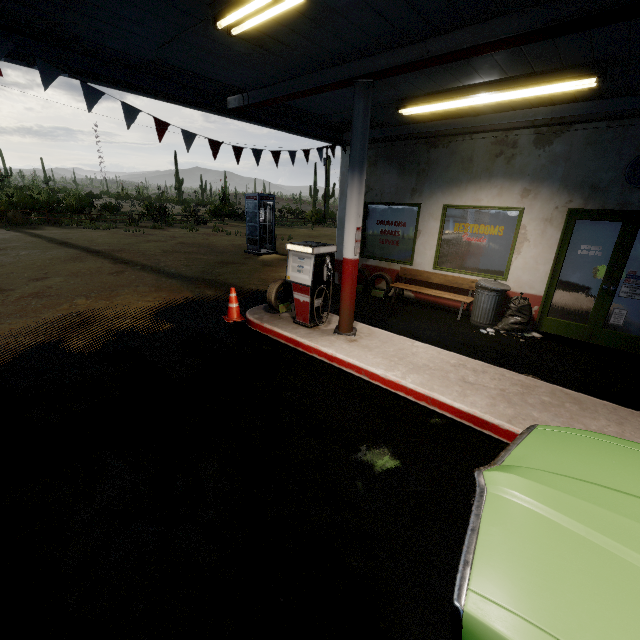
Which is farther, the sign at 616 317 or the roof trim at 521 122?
the sign at 616 317

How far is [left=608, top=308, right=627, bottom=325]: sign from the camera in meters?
6.1

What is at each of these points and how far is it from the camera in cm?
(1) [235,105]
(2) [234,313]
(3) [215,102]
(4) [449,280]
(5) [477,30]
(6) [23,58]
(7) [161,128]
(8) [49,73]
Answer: (1) beam, 618
(2) traffic cone, 684
(3) roof trim, 615
(4) bench, 791
(5) beam, 341
(6) roof trim, 417
(7) flag, 550
(8) flag, 436

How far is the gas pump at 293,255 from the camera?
5.6m

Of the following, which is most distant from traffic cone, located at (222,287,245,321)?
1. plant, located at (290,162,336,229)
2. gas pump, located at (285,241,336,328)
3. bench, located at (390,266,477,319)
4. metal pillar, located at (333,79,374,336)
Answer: plant, located at (290,162,336,229)

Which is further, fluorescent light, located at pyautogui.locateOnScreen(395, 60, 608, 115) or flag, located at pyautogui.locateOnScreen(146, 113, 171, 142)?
flag, located at pyautogui.locateOnScreen(146, 113, 171, 142)

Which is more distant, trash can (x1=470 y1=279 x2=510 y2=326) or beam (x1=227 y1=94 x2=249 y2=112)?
trash can (x1=470 y1=279 x2=510 y2=326)

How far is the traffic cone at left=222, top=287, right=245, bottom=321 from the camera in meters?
6.8 m
